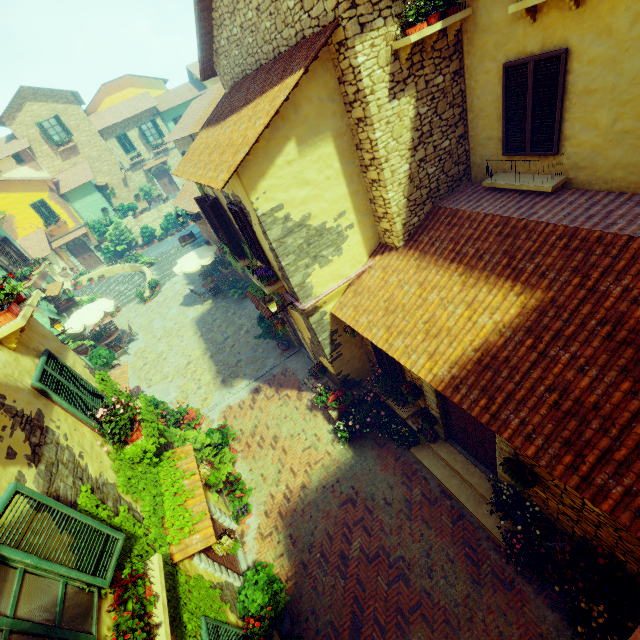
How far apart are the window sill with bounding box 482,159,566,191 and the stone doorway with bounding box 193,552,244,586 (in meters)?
9.66

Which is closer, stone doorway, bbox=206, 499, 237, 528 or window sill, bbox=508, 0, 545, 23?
window sill, bbox=508, 0, 545, 23

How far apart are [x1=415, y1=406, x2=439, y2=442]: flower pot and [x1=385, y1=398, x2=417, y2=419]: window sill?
0.4 meters

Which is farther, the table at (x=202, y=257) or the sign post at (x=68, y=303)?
the sign post at (x=68, y=303)

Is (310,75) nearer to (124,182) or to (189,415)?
(189,415)

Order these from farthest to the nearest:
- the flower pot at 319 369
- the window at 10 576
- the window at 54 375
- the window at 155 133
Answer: the window at 155 133 < the flower pot at 319 369 < the window at 54 375 < the window at 10 576

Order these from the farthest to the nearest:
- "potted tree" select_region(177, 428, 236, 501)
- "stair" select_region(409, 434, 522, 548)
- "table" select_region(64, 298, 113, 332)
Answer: "table" select_region(64, 298, 113, 332) < "potted tree" select_region(177, 428, 236, 501) < "stair" select_region(409, 434, 522, 548)

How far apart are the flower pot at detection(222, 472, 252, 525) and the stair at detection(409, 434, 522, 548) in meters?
4.7
